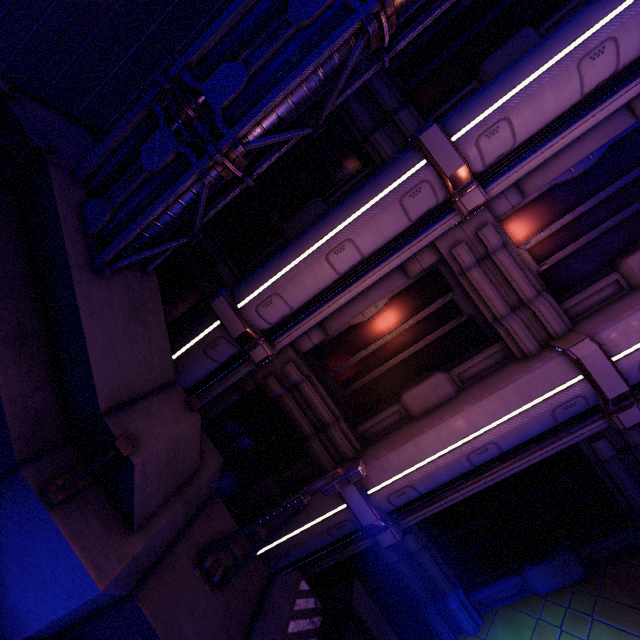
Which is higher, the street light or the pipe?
the pipe

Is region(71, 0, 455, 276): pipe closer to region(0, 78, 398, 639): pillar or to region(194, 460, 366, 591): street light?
region(0, 78, 398, 639): pillar

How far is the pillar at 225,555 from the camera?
5.49m

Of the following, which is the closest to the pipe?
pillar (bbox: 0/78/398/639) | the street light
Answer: pillar (bbox: 0/78/398/639)

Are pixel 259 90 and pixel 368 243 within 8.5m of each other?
yes

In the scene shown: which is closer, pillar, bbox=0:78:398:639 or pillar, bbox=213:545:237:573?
pillar, bbox=0:78:398:639

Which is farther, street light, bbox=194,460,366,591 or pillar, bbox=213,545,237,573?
pillar, bbox=213,545,237,573

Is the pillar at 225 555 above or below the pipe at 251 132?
below
